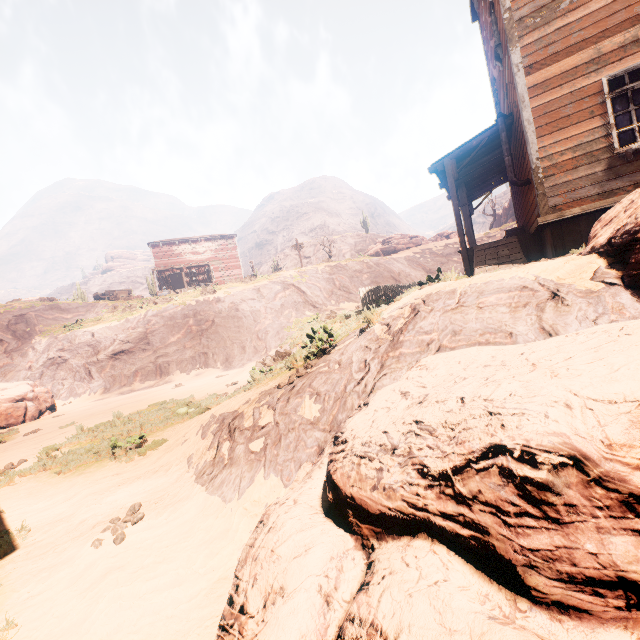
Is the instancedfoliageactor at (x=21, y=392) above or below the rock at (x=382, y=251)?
below

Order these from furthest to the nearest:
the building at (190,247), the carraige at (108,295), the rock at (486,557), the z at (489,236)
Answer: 1. the building at (190,247)
2. the carraige at (108,295)
3. the z at (489,236)
4. the rock at (486,557)

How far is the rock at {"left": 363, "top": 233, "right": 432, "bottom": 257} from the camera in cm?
4084

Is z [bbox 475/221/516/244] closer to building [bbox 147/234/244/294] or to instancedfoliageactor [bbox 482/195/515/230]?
building [bbox 147/234/244/294]

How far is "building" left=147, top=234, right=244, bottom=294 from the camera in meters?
37.6 m

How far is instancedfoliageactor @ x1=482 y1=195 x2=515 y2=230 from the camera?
36.3m

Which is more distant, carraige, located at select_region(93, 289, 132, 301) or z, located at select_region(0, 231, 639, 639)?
carraige, located at select_region(93, 289, 132, 301)

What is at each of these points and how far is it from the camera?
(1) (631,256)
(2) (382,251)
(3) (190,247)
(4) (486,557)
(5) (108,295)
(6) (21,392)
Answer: (1) rock, 3.1 meters
(2) rock, 41.6 meters
(3) building, 39.3 meters
(4) rock, 1.5 meters
(5) carraige, 32.7 meters
(6) instancedfoliageactor, 15.6 meters
